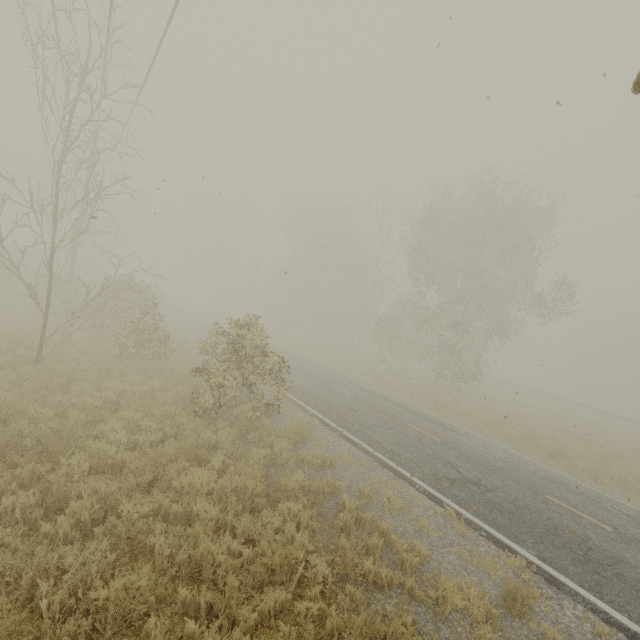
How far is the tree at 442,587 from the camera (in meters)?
4.77

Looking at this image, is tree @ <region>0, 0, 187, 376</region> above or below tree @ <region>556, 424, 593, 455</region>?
above

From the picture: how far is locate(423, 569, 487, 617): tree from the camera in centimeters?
477cm

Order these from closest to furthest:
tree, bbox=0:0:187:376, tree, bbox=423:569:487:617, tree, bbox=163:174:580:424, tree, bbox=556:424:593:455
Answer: tree, bbox=423:569:487:617 < tree, bbox=0:0:187:376 < tree, bbox=163:174:580:424 < tree, bbox=556:424:593:455

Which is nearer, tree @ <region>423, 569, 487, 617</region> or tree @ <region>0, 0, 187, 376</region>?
tree @ <region>423, 569, 487, 617</region>

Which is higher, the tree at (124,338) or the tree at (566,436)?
the tree at (124,338)

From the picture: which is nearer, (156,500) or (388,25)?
(156,500)
